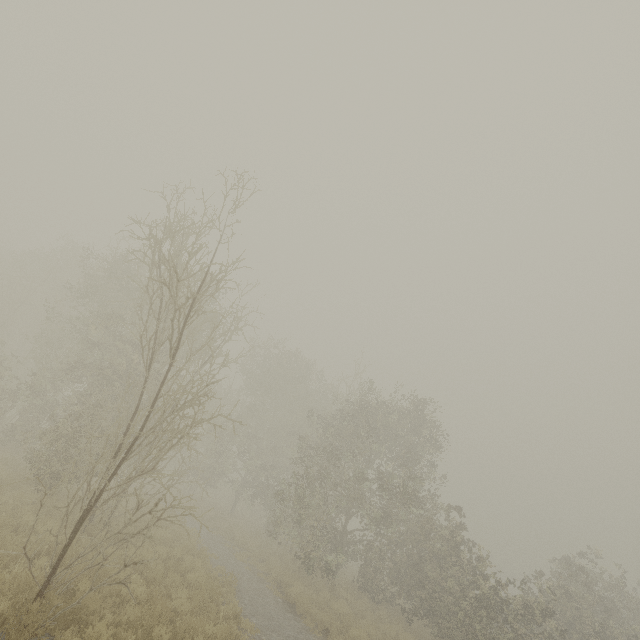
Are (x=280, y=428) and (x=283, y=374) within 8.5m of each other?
yes
